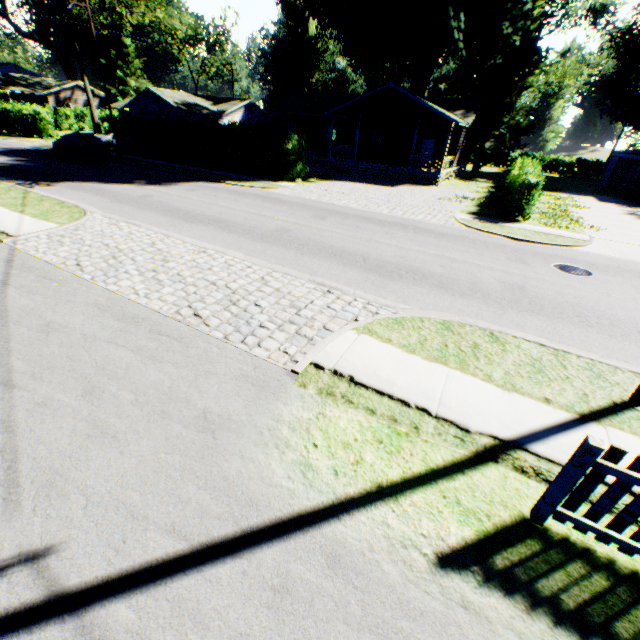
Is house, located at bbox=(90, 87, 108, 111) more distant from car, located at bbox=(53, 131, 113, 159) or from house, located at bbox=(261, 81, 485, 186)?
house, located at bbox=(261, 81, 485, 186)

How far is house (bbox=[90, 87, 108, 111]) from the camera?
54.19m

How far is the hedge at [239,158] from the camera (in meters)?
21.30

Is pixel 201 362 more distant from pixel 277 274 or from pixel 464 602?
pixel 464 602

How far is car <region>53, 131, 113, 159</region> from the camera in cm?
2370

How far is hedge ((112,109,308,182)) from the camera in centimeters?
2130cm

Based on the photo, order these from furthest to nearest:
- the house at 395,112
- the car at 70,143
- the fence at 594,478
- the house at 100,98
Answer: the house at 100,98, the house at 395,112, the car at 70,143, the fence at 594,478

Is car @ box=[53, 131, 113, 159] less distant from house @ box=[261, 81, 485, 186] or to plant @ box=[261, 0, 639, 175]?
house @ box=[261, 81, 485, 186]
